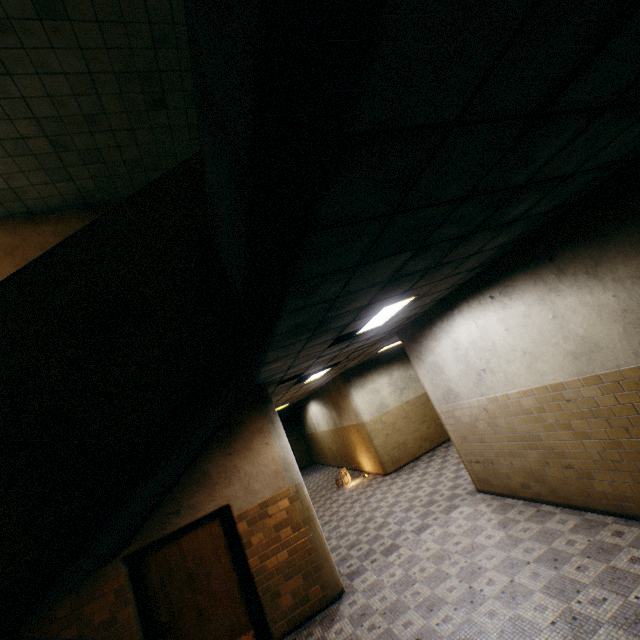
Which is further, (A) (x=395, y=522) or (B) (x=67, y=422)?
(A) (x=395, y=522)

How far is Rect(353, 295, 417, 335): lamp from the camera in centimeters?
493cm

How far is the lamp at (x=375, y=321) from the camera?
4.93m

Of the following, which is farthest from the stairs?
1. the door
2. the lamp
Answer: the lamp

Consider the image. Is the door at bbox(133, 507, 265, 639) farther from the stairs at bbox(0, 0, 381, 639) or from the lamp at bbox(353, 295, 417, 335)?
the lamp at bbox(353, 295, 417, 335)

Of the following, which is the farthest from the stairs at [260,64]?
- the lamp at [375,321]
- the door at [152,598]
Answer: the lamp at [375,321]
